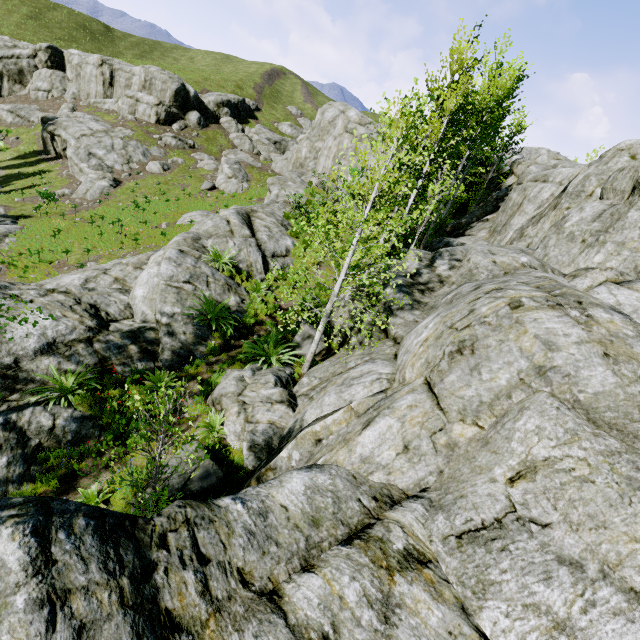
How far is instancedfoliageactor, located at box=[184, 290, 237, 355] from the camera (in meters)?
10.68

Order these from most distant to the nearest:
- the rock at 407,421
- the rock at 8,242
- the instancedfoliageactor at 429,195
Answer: the rock at 8,242 → the instancedfoliageactor at 429,195 → the rock at 407,421

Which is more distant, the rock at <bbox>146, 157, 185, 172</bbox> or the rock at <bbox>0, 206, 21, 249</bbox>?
the rock at <bbox>146, 157, 185, 172</bbox>

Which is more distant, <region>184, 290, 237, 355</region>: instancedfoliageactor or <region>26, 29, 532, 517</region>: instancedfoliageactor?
<region>184, 290, 237, 355</region>: instancedfoliageactor

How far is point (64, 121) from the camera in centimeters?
3800cm

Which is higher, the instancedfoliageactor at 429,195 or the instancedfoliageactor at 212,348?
the instancedfoliageactor at 429,195

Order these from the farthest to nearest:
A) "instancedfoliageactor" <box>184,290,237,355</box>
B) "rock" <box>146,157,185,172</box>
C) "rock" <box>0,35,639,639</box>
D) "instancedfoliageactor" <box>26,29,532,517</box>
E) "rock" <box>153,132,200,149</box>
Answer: "rock" <box>153,132,200,149</box>
"rock" <box>146,157,185,172</box>
"instancedfoliageactor" <box>184,290,237,355</box>
"instancedfoliageactor" <box>26,29,532,517</box>
"rock" <box>0,35,639,639</box>
